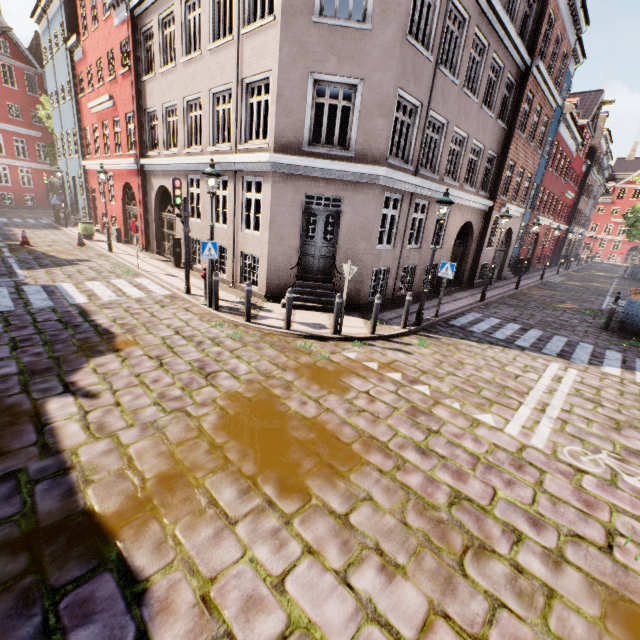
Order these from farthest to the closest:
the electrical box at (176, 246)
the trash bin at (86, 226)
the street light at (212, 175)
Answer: the trash bin at (86, 226)
the electrical box at (176, 246)
the street light at (212, 175)

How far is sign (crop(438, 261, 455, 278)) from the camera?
10.3m

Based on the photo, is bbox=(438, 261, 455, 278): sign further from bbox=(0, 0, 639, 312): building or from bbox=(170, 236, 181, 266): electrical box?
bbox=(170, 236, 181, 266): electrical box

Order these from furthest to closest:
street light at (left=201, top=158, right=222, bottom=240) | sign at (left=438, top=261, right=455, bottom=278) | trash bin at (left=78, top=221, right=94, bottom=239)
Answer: trash bin at (left=78, top=221, right=94, bottom=239)
sign at (left=438, top=261, right=455, bottom=278)
street light at (left=201, top=158, right=222, bottom=240)

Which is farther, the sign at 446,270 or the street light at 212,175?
the sign at 446,270

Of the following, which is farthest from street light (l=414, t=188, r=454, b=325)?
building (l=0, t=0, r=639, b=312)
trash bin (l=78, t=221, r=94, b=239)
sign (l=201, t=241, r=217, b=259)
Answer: trash bin (l=78, t=221, r=94, b=239)

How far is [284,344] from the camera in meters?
7.8 m

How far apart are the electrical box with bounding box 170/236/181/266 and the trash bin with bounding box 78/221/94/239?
8.26m
